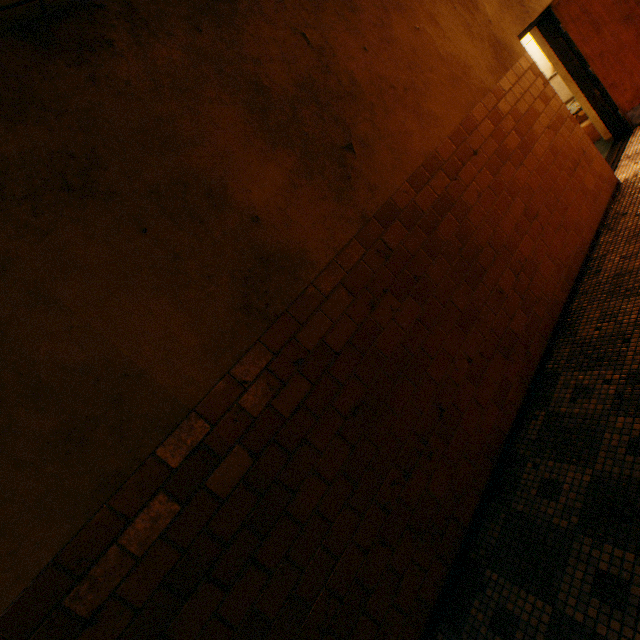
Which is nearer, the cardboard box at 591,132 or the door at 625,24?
the door at 625,24

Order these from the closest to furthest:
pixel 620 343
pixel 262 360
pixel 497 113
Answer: pixel 262 360
pixel 620 343
pixel 497 113

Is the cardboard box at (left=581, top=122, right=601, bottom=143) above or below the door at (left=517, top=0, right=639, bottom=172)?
below

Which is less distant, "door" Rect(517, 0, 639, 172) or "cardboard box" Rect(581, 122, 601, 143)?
"door" Rect(517, 0, 639, 172)

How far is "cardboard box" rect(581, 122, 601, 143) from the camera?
5.45m

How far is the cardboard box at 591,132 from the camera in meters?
5.5
